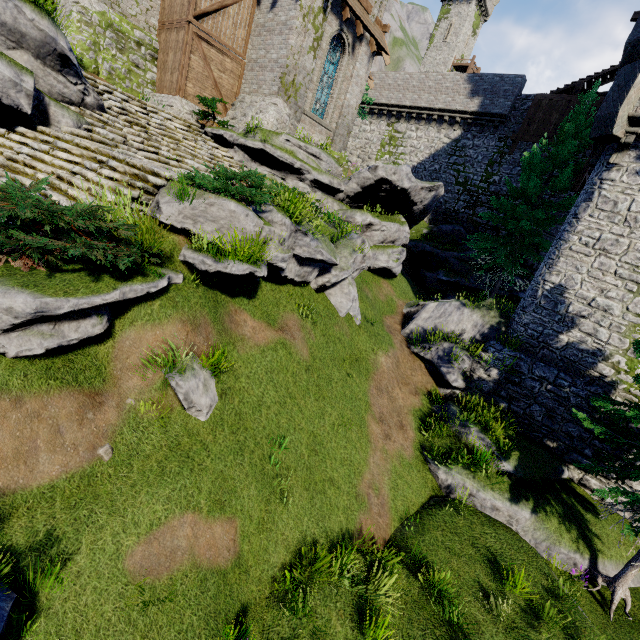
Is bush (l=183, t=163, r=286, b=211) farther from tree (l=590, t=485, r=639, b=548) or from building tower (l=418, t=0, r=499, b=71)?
building tower (l=418, t=0, r=499, b=71)

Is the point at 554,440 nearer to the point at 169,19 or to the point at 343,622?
the point at 343,622

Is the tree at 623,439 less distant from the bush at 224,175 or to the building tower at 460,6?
the bush at 224,175

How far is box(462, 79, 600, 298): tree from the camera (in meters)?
16.70

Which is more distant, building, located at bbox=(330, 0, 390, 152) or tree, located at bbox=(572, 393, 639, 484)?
building, located at bbox=(330, 0, 390, 152)

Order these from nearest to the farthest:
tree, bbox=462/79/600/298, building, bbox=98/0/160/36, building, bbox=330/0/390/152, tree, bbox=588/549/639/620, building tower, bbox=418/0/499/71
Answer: tree, bbox=588/549/639/620
building, bbox=98/0/160/36
building, bbox=330/0/390/152
tree, bbox=462/79/600/298
building tower, bbox=418/0/499/71

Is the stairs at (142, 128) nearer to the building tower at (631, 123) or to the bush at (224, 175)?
the bush at (224, 175)
